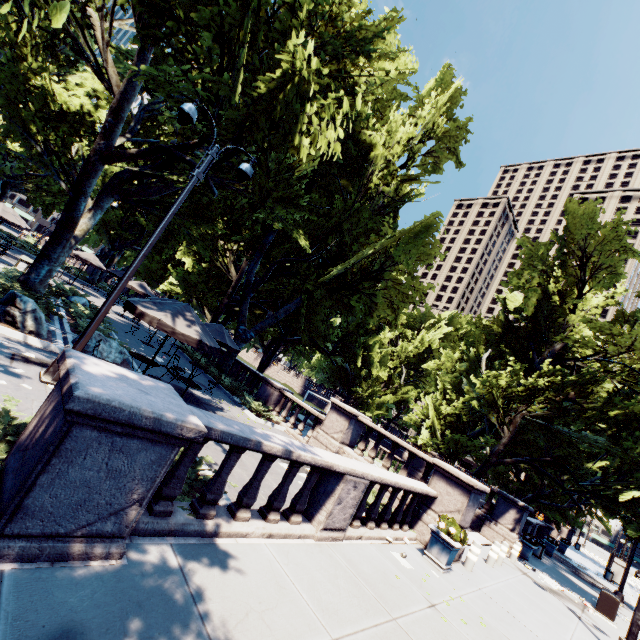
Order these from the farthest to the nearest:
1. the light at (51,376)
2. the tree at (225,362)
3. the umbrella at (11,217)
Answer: the tree at (225,362) < the umbrella at (11,217) < the light at (51,376)

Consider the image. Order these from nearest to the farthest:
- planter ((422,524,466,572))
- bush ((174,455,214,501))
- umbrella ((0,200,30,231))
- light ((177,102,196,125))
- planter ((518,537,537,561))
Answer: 1. bush ((174,455,214,501))
2. light ((177,102,196,125))
3. planter ((422,524,466,572))
4. planter ((518,537,537,561))
5. umbrella ((0,200,30,231))

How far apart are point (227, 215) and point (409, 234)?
12.2m

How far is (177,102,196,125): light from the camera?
7.7 meters

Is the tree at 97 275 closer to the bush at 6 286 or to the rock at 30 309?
the bush at 6 286

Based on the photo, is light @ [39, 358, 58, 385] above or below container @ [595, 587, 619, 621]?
below

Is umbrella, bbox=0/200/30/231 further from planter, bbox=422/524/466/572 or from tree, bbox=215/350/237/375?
planter, bbox=422/524/466/572

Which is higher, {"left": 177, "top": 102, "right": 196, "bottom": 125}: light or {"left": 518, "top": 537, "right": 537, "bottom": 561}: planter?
{"left": 177, "top": 102, "right": 196, "bottom": 125}: light
